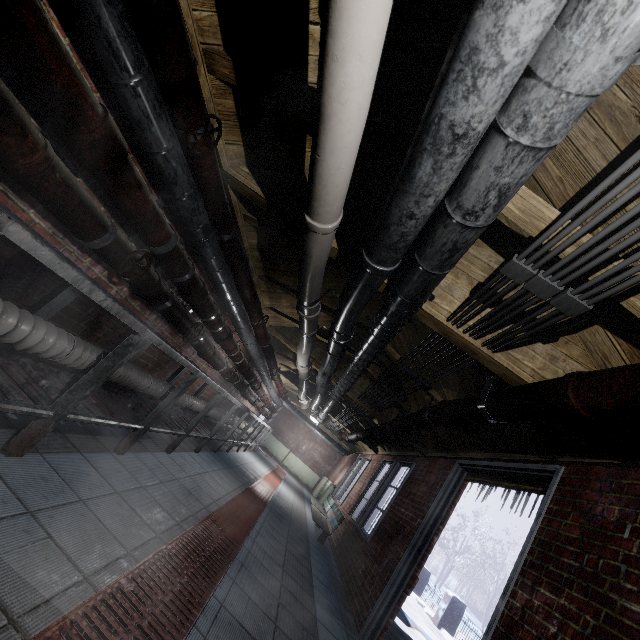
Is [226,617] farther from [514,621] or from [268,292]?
[268,292]

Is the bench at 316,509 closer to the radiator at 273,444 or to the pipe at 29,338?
the pipe at 29,338

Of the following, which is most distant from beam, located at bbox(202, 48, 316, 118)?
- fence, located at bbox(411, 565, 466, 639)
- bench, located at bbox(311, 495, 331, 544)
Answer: fence, located at bbox(411, 565, 466, 639)

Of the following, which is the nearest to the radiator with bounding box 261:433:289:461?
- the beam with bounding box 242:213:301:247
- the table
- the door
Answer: the table

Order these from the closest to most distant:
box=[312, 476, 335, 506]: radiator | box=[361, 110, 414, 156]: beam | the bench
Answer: box=[361, 110, 414, 156]: beam
the bench
box=[312, 476, 335, 506]: radiator

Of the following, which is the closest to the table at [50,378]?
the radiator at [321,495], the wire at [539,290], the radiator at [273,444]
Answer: the wire at [539,290]

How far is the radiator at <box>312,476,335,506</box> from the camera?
9.5 meters

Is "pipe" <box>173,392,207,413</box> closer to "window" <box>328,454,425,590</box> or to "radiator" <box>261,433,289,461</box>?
"window" <box>328,454,425,590</box>
